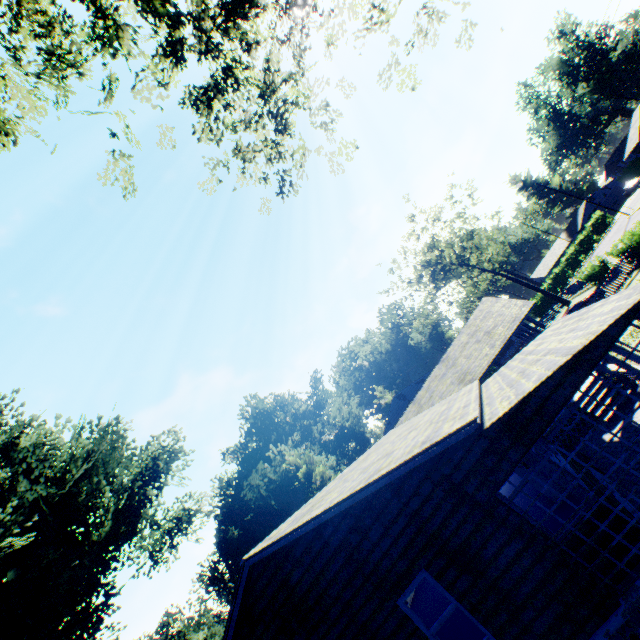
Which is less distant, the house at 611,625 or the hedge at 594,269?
the house at 611,625

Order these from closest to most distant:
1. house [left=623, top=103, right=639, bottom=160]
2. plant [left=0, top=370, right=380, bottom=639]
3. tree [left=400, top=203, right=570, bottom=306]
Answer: plant [left=0, top=370, right=380, bottom=639]
house [left=623, top=103, right=639, bottom=160]
tree [left=400, top=203, right=570, bottom=306]

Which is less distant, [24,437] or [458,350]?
[458,350]

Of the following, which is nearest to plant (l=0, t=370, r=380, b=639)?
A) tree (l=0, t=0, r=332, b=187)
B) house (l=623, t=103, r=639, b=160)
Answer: tree (l=0, t=0, r=332, b=187)

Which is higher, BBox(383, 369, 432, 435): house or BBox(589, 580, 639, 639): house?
BBox(383, 369, 432, 435): house

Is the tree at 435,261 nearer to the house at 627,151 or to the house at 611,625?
the house at 627,151

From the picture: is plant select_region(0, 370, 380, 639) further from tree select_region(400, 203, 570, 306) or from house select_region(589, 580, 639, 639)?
tree select_region(400, 203, 570, 306)

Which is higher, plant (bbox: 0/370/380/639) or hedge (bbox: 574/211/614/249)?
plant (bbox: 0/370/380/639)
